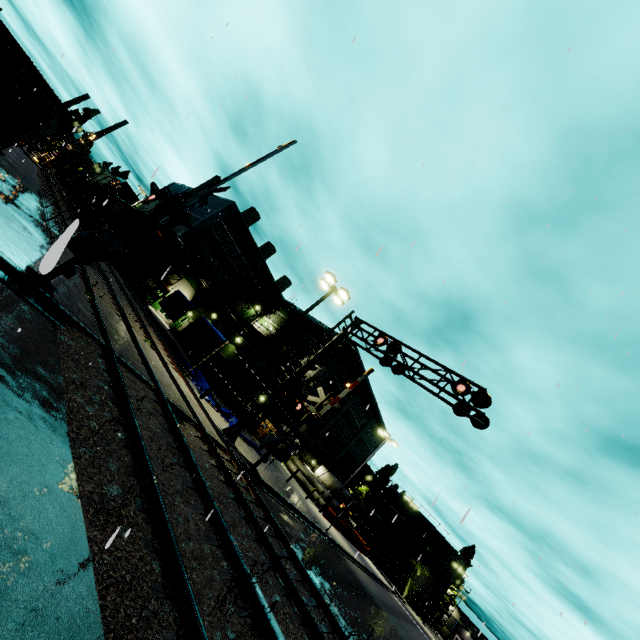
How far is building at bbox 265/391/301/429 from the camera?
33.97m

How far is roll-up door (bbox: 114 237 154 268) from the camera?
36.7m

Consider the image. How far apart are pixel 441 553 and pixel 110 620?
71.6 meters

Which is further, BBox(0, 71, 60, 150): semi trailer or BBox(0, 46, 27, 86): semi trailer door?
BBox(0, 71, 60, 150): semi trailer

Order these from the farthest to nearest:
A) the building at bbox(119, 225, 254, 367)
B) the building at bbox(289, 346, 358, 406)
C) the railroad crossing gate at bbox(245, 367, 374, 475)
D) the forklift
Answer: the building at bbox(289, 346, 358, 406) < the building at bbox(119, 225, 254, 367) < the forklift < the railroad crossing gate at bbox(245, 367, 374, 475)

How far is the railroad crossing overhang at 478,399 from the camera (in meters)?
12.17

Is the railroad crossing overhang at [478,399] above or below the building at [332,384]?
below

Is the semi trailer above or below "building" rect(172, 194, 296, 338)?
below
